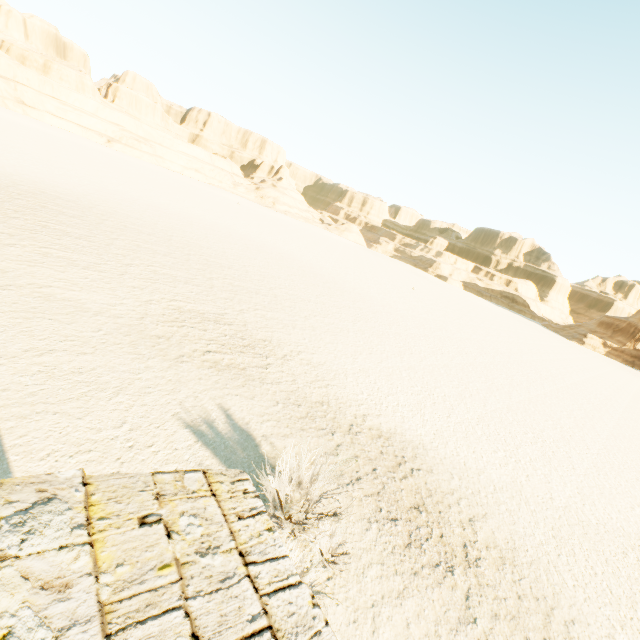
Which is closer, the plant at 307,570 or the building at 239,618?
the building at 239,618

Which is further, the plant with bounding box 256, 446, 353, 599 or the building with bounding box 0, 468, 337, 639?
the plant with bounding box 256, 446, 353, 599

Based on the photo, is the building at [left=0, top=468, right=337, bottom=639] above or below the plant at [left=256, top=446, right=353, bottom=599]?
above

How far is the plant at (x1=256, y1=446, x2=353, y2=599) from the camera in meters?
4.8

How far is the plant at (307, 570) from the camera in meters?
4.8 m

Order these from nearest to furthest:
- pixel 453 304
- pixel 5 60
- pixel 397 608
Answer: pixel 397 608 < pixel 453 304 < pixel 5 60
